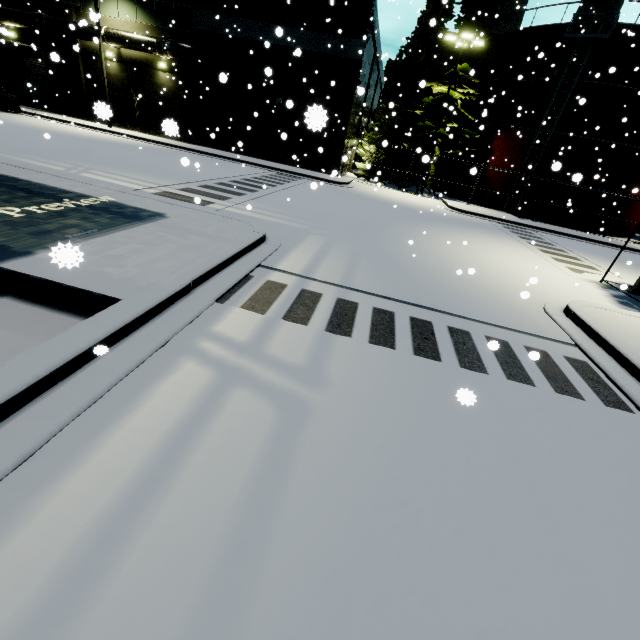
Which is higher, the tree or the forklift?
the tree

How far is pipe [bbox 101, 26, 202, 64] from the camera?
22.7 meters

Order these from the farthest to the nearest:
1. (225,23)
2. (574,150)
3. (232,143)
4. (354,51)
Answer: (232,143)
(574,150)
(225,23)
(354,51)

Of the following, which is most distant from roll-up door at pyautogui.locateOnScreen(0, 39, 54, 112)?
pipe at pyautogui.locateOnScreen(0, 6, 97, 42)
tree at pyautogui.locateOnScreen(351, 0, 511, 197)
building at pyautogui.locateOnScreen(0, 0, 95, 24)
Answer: tree at pyautogui.locateOnScreen(351, 0, 511, 197)

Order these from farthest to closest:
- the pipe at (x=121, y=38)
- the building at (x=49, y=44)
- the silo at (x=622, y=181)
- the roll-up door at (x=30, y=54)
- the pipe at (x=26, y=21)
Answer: the roll-up door at (x=30, y=54) < the building at (x=49, y=44) < the pipe at (x=26, y=21) < the pipe at (x=121, y=38) < the silo at (x=622, y=181)

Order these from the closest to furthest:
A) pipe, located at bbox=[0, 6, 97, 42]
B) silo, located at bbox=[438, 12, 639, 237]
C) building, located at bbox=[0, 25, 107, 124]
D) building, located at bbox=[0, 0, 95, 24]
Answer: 1. silo, located at bbox=[438, 12, 639, 237]
2. pipe, located at bbox=[0, 6, 97, 42]
3. building, located at bbox=[0, 0, 95, 24]
4. building, located at bbox=[0, 25, 107, 124]

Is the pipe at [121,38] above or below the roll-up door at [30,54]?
above

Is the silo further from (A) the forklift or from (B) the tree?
(A) the forklift
